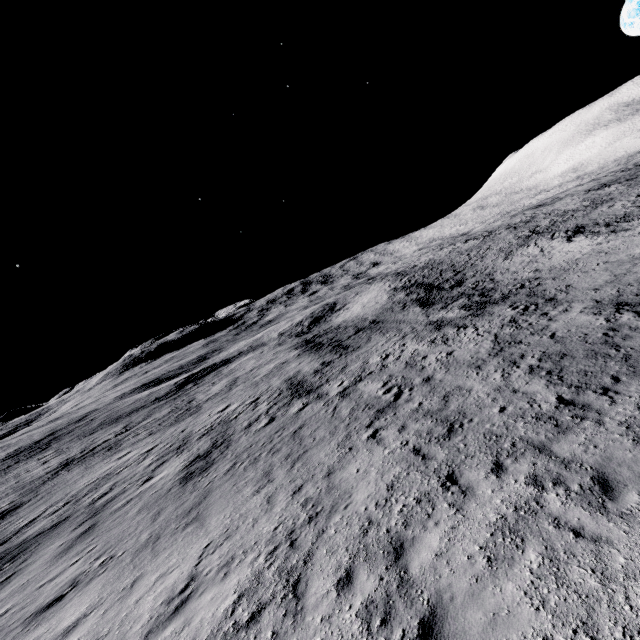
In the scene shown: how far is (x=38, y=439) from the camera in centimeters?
4428cm
